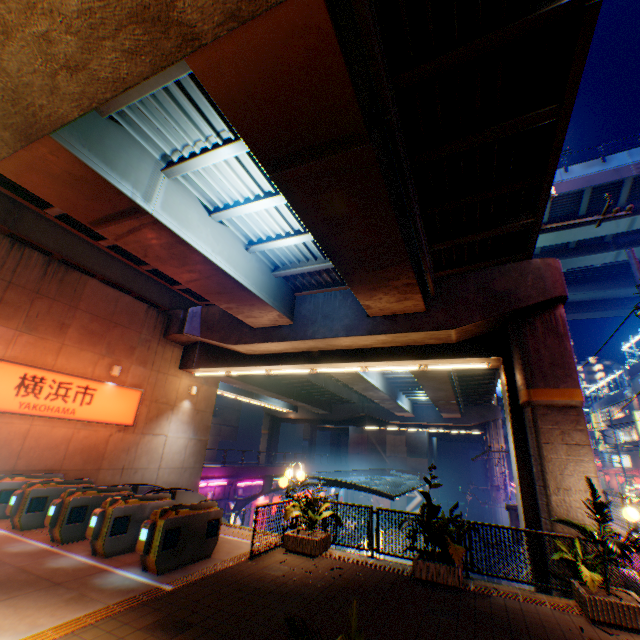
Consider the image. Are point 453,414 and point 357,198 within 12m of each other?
no

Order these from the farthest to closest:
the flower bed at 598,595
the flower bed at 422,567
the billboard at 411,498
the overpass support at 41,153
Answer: the billboard at 411,498 → the flower bed at 422,567 → the flower bed at 598,595 → the overpass support at 41,153

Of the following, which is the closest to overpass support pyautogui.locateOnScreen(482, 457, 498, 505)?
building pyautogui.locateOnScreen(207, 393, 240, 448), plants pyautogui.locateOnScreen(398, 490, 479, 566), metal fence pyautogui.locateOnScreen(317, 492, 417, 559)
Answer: metal fence pyautogui.locateOnScreen(317, 492, 417, 559)

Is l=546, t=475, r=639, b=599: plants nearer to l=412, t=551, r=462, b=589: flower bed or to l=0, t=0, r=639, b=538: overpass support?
l=0, t=0, r=639, b=538: overpass support

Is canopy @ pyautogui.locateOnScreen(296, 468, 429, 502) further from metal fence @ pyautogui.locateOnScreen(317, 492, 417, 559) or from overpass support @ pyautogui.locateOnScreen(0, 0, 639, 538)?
overpass support @ pyautogui.locateOnScreen(0, 0, 639, 538)

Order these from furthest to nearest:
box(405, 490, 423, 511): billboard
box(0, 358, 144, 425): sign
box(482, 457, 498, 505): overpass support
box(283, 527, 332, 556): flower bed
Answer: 1. box(405, 490, 423, 511): billboard
2. box(482, 457, 498, 505): overpass support
3. box(0, 358, 144, 425): sign
4. box(283, 527, 332, 556): flower bed

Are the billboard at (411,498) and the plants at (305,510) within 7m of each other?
no

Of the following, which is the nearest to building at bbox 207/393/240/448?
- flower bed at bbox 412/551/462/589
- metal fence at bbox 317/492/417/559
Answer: metal fence at bbox 317/492/417/559
